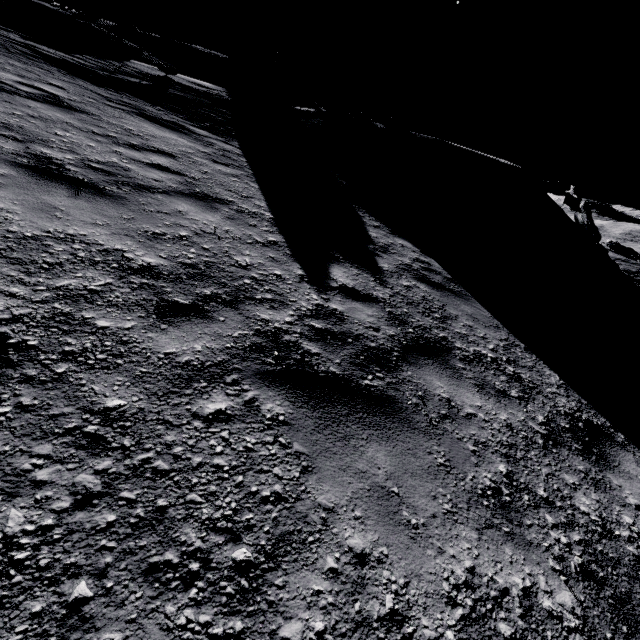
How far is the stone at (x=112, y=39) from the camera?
17.3m

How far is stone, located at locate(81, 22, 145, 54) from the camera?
17.3 meters

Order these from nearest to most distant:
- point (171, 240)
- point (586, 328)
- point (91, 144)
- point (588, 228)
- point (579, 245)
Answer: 1. point (171, 240)
2. point (91, 144)
3. point (586, 328)
4. point (579, 245)
5. point (588, 228)

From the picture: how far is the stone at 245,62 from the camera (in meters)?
26.33

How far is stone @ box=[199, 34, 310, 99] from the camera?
26.3m

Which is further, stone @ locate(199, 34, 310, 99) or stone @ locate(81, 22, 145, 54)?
stone @ locate(199, 34, 310, 99)

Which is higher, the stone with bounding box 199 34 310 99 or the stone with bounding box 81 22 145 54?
the stone with bounding box 199 34 310 99
